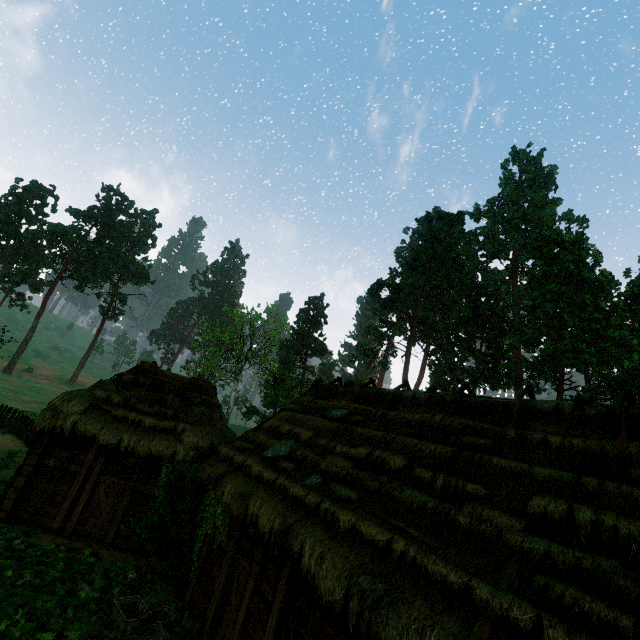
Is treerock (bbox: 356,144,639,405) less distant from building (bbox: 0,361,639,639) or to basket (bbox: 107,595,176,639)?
building (bbox: 0,361,639,639)

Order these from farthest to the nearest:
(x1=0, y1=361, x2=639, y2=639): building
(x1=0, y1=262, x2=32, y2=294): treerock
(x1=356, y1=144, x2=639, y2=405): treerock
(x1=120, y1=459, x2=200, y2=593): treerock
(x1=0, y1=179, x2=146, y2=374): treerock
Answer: (x1=0, y1=179, x2=146, y2=374): treerock < (x1=0, y1=262, x2=32, y2=294): treerock < (x1=356, y1=144, x2=639, y2=405): treerock < (x1=120, y1=459, x2=200, y2=593): treerock < (x1=0, y1=361, x2=639, y2=639): building

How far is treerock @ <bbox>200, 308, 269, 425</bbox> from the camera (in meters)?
53.81

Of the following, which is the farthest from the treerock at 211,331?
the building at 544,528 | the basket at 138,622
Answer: the basket at 138,622

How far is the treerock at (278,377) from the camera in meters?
42.9 m

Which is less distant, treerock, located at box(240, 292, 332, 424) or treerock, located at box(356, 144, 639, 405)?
treerock, located at box(356, 144, 639, 405)

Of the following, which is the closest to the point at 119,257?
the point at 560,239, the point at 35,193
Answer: the point at 35,193
